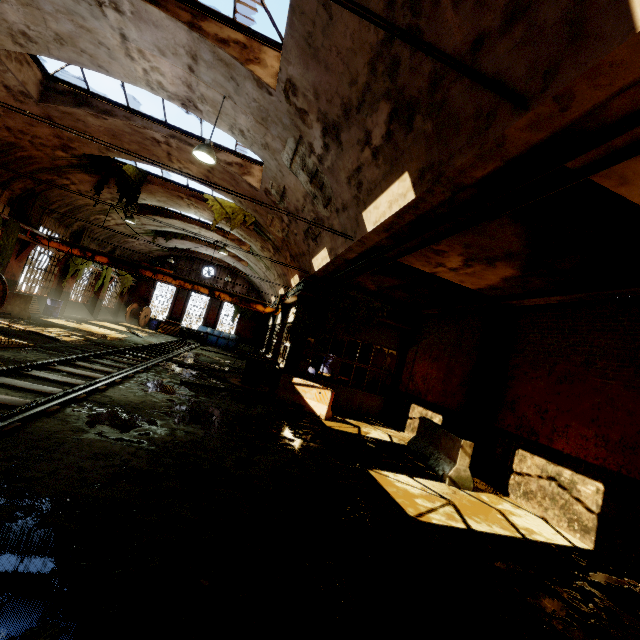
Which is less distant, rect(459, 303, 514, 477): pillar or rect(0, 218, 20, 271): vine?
rect(459, 303, 514, 477): pillar

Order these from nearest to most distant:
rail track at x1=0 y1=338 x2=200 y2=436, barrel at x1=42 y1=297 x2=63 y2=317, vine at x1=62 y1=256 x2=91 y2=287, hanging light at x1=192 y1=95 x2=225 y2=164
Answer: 1. rail track at x1=0 y1=338 x2=200 y2=436
2. hanging light at x1=192 y1=95 x2=225 y2=164
3. barrel at x1=42 y1=297 x2=63 y2=317
4. vine at x1=62 y1=256 x2=91 y2=287

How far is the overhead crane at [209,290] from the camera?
14.8m

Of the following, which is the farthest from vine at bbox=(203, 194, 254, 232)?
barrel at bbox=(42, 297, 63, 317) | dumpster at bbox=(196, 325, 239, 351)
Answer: barrel at bbox=(42, 297, 63, 317)

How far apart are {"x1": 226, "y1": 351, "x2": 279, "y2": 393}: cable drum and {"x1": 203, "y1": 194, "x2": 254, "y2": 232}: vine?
6.7m

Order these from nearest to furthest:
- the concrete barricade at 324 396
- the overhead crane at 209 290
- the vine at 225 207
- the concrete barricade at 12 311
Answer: the concrete barricade at 324 396 < the concrete barricade at 12 311 < the overhead crane at 209 290 < the vine at 225 207

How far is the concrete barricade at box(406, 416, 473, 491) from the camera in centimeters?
748cm

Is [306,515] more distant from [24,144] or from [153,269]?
[24,144]
